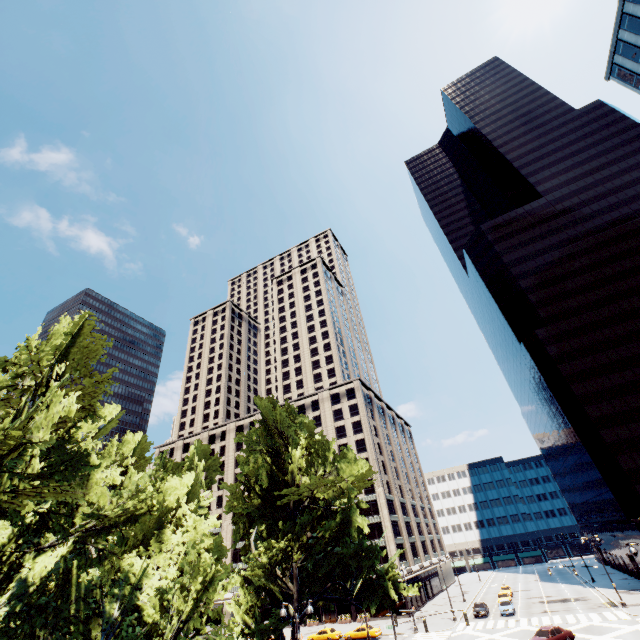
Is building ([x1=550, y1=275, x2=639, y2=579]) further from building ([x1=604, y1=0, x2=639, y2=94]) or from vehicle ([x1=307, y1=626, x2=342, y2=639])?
vehicle ([x1=307, y1=626, x2=342, y2=639])

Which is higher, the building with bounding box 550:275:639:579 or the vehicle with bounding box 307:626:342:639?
the building with bounding box 550:275:639:579

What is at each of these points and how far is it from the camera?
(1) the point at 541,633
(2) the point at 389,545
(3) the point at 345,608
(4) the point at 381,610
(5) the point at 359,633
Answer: (1) vehicle, 31.4m
(2) building, 59.4m
(3) building, 58.0m
(4) building, 55.5m
(5) vehicle, 44.4m

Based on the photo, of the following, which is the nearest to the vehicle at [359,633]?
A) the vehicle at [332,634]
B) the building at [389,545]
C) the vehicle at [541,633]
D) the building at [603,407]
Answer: the vehicle at [332,634]

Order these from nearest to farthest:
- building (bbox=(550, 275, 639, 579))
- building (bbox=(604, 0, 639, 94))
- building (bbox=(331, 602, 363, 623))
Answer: building (bbox=(604, 0, 639, 94)), building (bbox=(550, 275, 639, 579)), building (bbox=(331, 602, 363, 623))

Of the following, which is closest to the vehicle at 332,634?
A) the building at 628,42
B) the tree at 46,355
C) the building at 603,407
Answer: the tree at 46,355

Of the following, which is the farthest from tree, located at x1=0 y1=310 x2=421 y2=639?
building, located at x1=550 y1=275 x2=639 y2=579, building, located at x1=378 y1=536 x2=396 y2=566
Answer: building, located at x1=550 y1=275 x2=639 y2=579

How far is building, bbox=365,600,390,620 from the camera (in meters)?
54.72
